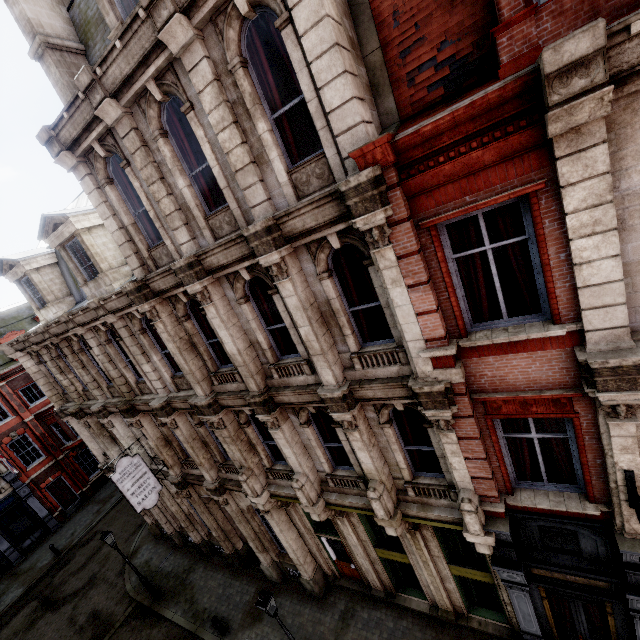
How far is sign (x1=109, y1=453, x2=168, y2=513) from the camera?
12.35m

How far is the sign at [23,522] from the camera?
23.52m

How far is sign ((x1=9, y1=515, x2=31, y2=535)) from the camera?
23.5 meters

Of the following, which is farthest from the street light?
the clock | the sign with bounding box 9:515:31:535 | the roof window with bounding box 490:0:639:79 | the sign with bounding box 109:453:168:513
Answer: the sign with bounding box 9:515:31:535

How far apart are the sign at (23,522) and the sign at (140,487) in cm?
2008

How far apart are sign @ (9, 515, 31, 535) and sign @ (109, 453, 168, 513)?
20.08m

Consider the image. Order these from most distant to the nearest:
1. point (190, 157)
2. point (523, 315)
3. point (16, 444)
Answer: point (16, 444), point (190, 157), point (523, 315)

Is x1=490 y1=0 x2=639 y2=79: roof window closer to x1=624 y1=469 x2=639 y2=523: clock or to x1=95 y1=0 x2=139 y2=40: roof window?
x1=95 y1=0 x2=139 y2=40: roof window
